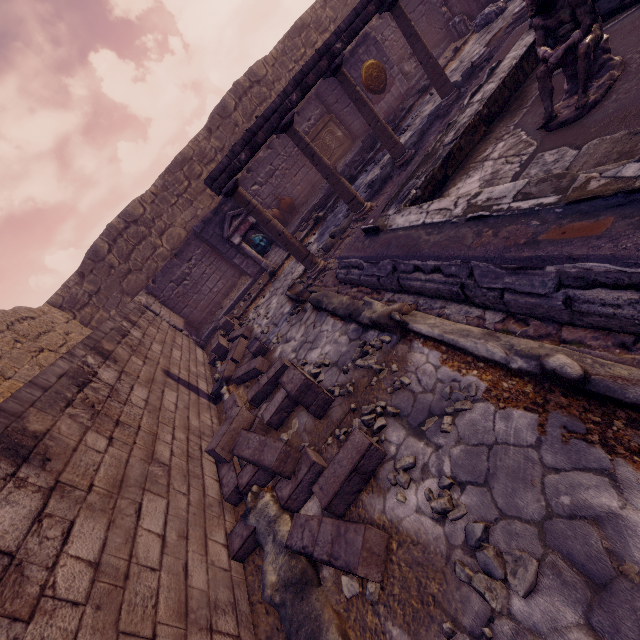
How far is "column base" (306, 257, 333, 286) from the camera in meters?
6.7 m

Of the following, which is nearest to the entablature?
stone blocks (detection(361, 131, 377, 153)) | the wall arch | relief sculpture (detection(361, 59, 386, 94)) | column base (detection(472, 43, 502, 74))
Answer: column base (detection(472, 43, 502, 74))

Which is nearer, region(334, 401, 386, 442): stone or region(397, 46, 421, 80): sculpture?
region(334, 401, 386, 442): stone

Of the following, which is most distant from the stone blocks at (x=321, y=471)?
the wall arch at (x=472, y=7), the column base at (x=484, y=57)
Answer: the wall arch at (x=472, y=7)

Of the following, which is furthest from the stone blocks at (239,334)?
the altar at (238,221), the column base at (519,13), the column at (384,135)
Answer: the column base at (519,13)

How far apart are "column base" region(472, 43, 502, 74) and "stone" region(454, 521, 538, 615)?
9.2 meters

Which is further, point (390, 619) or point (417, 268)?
point (417, 268)

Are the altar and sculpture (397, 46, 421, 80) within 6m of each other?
no
